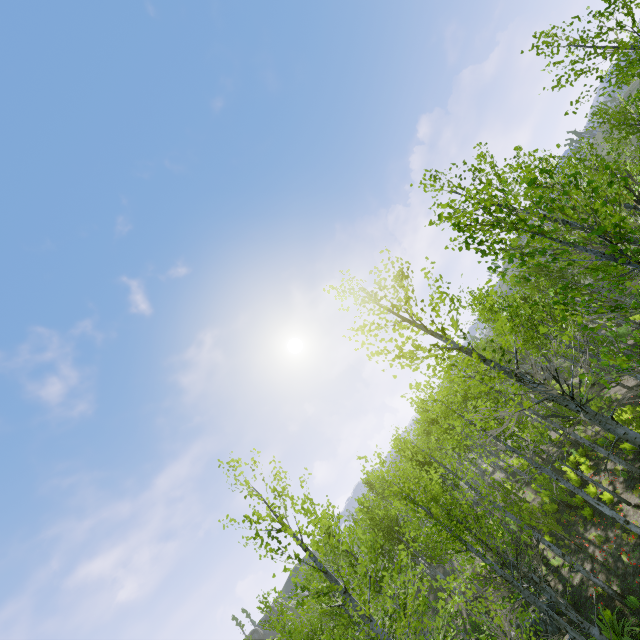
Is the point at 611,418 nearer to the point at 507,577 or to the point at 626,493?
the point at 507,577
